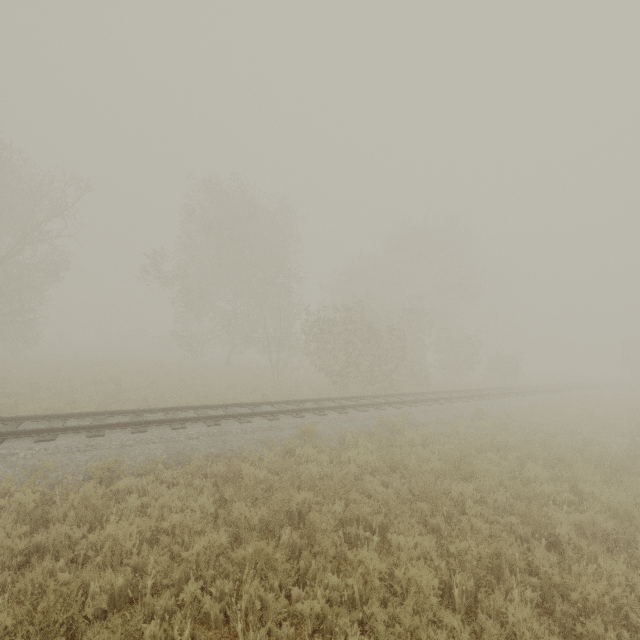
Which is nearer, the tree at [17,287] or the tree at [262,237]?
the tree at [17,287]

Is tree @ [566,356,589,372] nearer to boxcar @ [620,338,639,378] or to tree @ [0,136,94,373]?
boxcar @ [620,338,639,378]

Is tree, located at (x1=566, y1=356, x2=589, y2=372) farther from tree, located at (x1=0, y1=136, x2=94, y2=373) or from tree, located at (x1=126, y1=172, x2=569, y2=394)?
tree, located at (x1=0, y1=136, x2=94, y2=373)

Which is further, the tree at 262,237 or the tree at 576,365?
the tree at 576,365

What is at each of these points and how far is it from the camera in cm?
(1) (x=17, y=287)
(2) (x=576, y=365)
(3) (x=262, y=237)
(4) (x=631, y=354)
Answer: (1) tree, 2344
(2) tree, 5891
(3) tree, 2658
(4) boxcar, 3825

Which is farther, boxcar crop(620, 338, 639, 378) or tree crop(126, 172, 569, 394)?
boxcar crop(620, 338, 639, 378)

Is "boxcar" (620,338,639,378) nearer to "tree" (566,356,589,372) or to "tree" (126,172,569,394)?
"tree" (566,356,589,372)

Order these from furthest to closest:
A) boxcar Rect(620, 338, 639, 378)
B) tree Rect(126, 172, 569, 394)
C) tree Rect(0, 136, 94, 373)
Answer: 1. boxcar Rect(620, 338, 639, 378)
2. tree Rect(126, 172, 569, 394)
3. tree Rect(0, 136, 94, 373)
